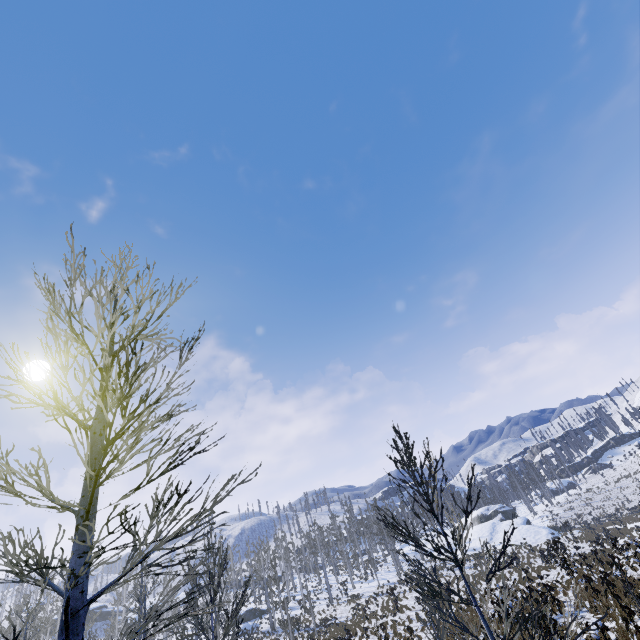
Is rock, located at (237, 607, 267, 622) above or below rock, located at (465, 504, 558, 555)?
above

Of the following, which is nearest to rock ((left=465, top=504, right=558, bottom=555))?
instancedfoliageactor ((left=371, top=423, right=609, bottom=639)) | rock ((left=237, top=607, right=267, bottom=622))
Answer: instancedfoliageactor ((left=371, top=423, right=609, bottom=639))

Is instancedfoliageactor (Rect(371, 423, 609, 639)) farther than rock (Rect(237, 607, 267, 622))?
No

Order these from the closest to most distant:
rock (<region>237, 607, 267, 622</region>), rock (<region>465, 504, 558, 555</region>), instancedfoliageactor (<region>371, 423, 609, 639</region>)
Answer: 1. instancedfoliageactor (<region>371, 423, 609, 639</region>)
2. rock (<region>465, 504, 558, 555</region>)
3. rock (<region>237, 607, 267, 622</region>)

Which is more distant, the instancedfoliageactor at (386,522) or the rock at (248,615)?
the rock at (248,615)

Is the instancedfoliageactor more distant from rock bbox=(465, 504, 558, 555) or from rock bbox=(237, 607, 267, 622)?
rock bbox=(465, 504, 558, 555)

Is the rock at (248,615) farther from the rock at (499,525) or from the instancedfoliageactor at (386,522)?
the rock at (499,525)

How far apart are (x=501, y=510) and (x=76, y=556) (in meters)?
72.83
